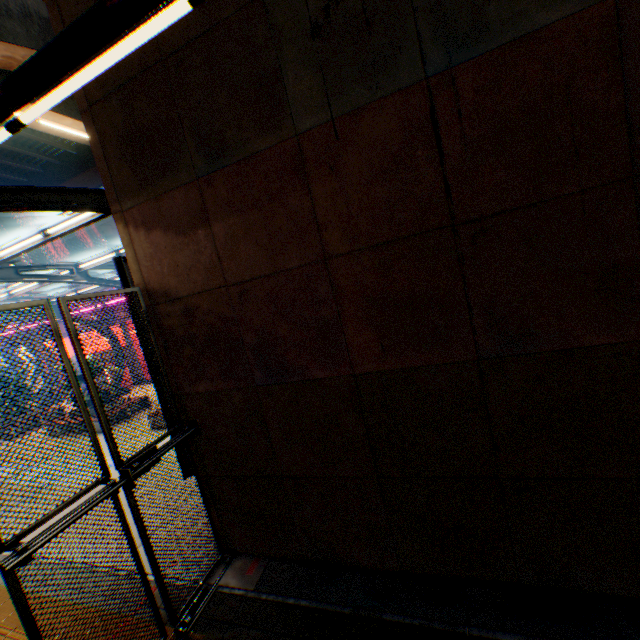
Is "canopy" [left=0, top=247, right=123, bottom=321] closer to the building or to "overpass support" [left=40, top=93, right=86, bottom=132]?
"overpass support" [left=40, top=93, right=86, bottom=132]

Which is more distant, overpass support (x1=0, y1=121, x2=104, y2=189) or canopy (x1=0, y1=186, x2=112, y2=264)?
overpass support (x1=0, y1=121, x2=104, y2=189)

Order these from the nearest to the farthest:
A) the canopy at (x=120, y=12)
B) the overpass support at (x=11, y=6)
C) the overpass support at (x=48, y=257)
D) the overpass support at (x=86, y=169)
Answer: the canopy at (x=120, y=12), the overpass support at (x=11, y=6), the overpass support at (x=86, y=169), the overpass support at (x=48, y=257)

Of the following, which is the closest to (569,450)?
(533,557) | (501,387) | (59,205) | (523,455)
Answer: (523,455)

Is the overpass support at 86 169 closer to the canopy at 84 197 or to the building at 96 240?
the canopy at 84 197

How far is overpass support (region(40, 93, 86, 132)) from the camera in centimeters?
1176cm

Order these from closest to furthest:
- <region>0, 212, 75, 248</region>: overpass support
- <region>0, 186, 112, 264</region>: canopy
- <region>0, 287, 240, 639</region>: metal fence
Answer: <region>0, 287, 240, 639</region>: metal fence
<region>0, 186, 112, 264</region>: canopy
<region>0, 212, 75, 248</region>: overpass support

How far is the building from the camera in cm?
4865
